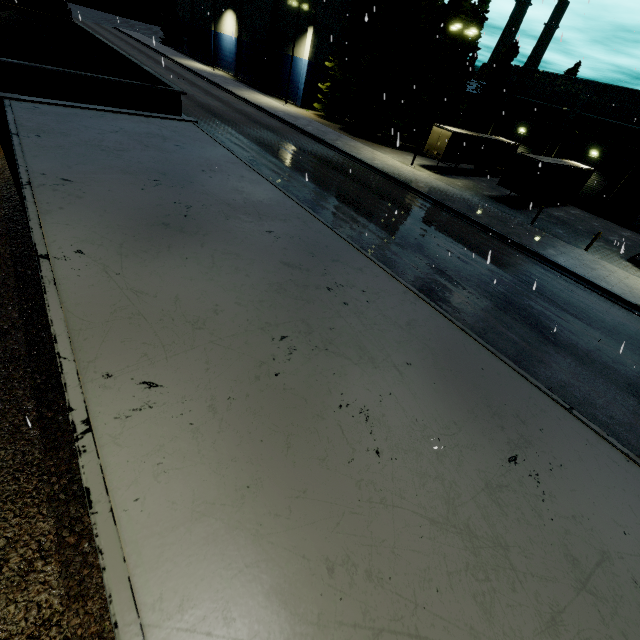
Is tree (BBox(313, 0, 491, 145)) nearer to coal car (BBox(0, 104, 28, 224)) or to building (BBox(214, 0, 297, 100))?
building (BBox(214, 0, 297, 100))

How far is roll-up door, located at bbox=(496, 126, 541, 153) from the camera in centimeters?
3600cm

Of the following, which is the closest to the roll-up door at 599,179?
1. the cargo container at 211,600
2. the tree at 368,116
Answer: the tree at 368,116

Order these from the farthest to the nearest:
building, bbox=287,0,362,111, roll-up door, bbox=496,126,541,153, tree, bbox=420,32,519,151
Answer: building, bbox=287,0,362,111 → roll-up door, bbox=496,126,541,153 → tree, bbox=420,32,519,151

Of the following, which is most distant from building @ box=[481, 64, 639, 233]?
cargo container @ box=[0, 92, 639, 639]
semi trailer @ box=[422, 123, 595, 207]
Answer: cargo container @ box=[0, 92, 639, 639]

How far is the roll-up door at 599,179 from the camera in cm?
3186

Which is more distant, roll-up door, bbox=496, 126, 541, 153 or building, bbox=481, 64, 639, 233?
roll-up door, bbox=496, 126, 541, 153

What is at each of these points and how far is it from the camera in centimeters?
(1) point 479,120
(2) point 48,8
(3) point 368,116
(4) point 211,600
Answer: (1) tree, 4069cm
(2) cargo car, 1324cm
(3) tree, 3600cm
(4) cargo container, 97cm
